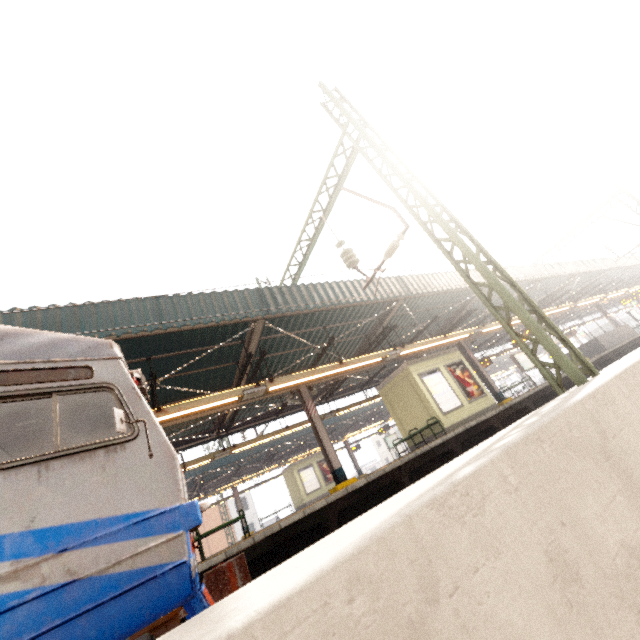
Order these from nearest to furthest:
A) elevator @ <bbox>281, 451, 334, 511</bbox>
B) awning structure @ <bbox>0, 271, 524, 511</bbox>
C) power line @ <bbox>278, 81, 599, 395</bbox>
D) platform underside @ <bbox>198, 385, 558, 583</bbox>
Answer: power line @ <bbox>278, 81, 599, 395</bbox>
platform underside @ <bbox>198, 385, 558, 583</bbox>
awning structure @ <bbox>0, 271, 524, 511</bbox>
elevator @ <bbox>281, 451, 334, 511</bbox>

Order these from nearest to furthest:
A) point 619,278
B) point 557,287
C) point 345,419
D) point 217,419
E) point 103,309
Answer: point 103,309, point 217,419, point 557,287, point 619,278, point 345,419

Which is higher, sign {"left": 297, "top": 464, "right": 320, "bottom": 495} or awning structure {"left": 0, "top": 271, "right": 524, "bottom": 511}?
awning structure {"left": 0, "top": 271, "right": 524, "bottom": 511}

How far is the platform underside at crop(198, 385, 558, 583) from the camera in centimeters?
595cm

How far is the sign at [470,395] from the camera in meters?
13.1 m

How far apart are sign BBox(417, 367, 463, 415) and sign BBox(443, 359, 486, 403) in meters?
0.3

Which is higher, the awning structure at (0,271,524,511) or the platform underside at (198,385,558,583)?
the awning structure at (0,271,524,511)

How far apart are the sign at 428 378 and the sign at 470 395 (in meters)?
0.34
